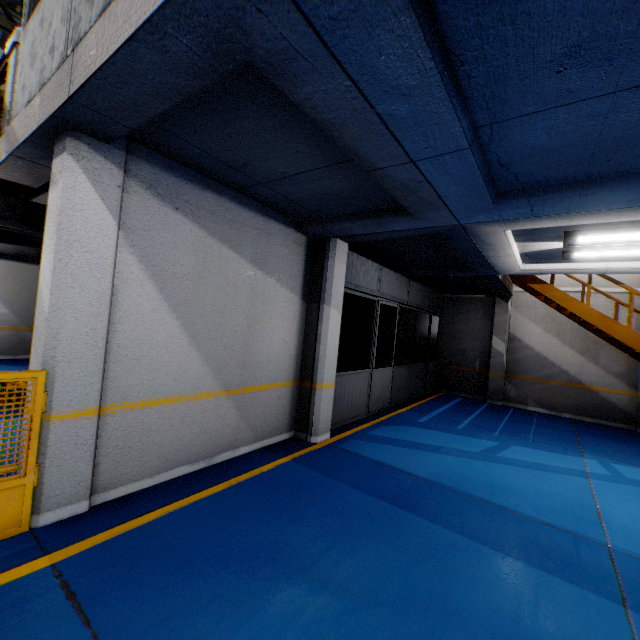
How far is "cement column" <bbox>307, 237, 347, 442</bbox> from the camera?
5.9m

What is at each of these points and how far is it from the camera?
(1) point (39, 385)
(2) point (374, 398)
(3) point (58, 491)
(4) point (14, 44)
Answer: (1) metal panel, 3.0m
(2) door, 8.2m
(3) cement column, 3.1m
(4) cement column, 4.1m

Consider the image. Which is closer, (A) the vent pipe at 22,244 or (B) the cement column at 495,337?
(A) the vent pipe at 22,244

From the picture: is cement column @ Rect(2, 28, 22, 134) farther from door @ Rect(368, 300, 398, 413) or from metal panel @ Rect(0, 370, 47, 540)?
door @ Rect(368, 300, 398, 413)

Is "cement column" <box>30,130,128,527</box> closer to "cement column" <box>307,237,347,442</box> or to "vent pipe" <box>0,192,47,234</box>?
"vent pipe" <box>0,192,47,234</box>

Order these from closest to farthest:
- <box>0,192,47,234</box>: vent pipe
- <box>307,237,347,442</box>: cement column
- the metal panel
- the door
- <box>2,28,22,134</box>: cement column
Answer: the metal panel < <box>2,28,22,134</box>: cement column < <box>0,192,47,234</box>: vent pipe < <box>307,237,347,442</box>: cement column < the door

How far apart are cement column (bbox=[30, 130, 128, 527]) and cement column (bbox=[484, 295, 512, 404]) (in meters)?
11.44

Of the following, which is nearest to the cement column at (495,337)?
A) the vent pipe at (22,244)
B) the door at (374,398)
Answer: the door at (374,398)
